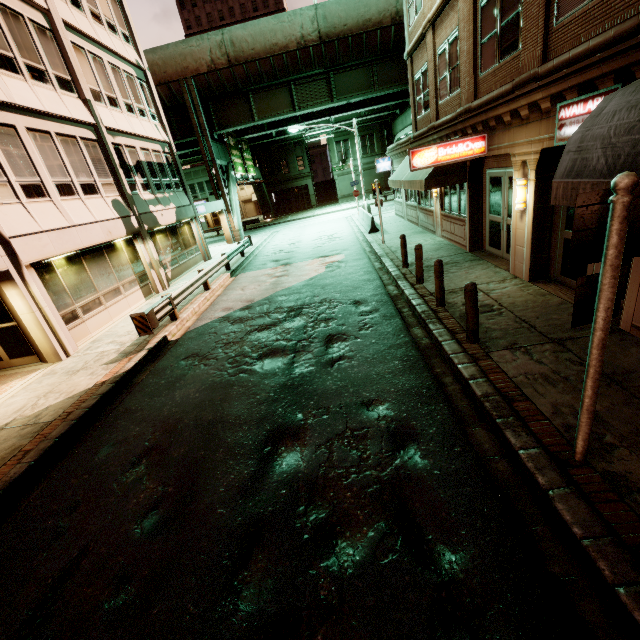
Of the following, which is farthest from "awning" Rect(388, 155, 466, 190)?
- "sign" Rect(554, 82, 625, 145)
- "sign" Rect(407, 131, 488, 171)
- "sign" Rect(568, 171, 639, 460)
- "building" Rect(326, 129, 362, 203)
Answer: "building" Rect(326, 129, 362, 203)

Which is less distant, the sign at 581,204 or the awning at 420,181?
the sign at 581,204

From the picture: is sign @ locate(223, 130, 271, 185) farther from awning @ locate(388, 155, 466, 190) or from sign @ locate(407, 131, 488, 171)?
sign @ locate(407, 131, 488, 171)

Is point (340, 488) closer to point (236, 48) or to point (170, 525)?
point (170, 525)

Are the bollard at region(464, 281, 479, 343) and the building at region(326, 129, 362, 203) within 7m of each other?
no

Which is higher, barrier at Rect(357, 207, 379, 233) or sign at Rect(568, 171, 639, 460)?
sign at Rect(568, 171, 639, 460)

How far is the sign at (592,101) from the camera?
5.4 meters

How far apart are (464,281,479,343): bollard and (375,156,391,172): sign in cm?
1985
